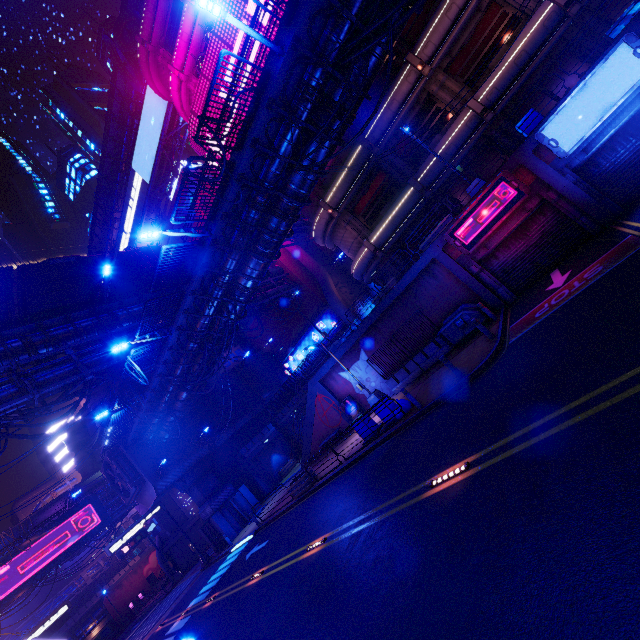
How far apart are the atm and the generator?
8.01m

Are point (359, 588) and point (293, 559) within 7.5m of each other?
yes

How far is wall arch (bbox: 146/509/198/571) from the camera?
40.7 meters

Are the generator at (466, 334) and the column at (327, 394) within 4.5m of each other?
no

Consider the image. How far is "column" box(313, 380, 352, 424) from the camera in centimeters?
2325cm

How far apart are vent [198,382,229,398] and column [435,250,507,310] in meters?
27.8

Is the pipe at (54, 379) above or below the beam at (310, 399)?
above

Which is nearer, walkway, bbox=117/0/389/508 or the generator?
walkway, bbox=117/0/389/508
